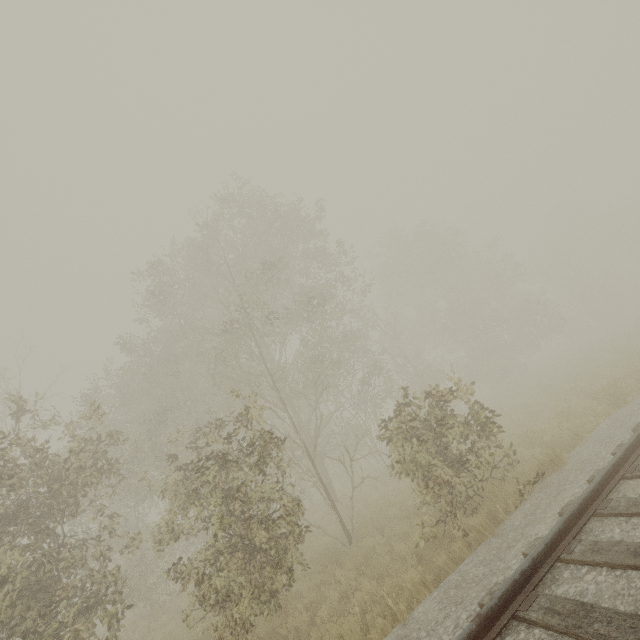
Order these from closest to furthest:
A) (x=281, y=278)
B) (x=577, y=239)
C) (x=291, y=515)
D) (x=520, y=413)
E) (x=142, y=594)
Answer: (x=291, y=515)
(x=142, y=594)
(x=520, y=413)
(x=281, y=278)
(x=577, y=239)
